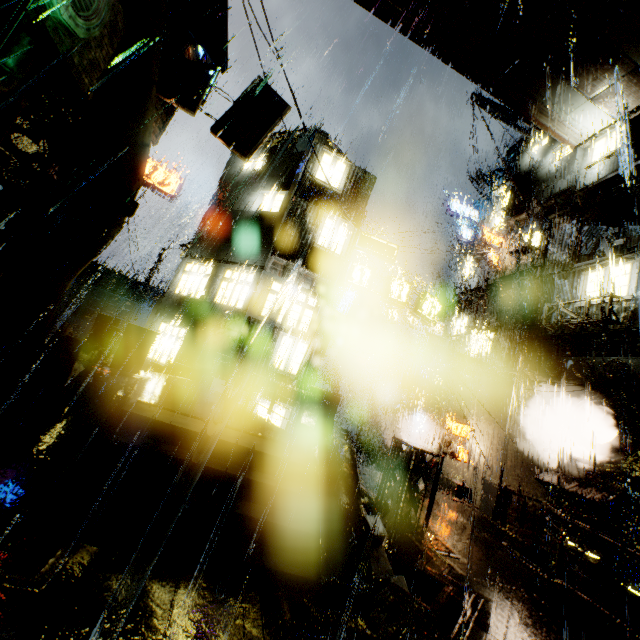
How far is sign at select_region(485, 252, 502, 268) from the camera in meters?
21.8

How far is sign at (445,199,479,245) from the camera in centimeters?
2836cm

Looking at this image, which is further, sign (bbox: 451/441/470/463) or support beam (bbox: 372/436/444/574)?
sign (bbox: 451/441/470/463)

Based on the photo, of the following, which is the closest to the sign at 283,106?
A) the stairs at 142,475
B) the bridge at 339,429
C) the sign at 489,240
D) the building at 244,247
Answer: the building at 244,247

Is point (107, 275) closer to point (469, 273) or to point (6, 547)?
point (6, 547)

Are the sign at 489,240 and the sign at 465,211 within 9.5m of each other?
yes

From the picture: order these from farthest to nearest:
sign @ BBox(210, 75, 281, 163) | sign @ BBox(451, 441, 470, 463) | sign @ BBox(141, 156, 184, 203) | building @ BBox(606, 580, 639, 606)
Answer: sign @ BBox(141, 156, 184, 203)
sign @ BBox(451, 441, 470, 463)
sign @ BBox(210, 75, 281, 163)
building @ BBox(606, 580, 639, 606)

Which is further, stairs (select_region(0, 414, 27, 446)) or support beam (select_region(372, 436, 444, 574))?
stairs (select_region(0, 414, 27, 446))
